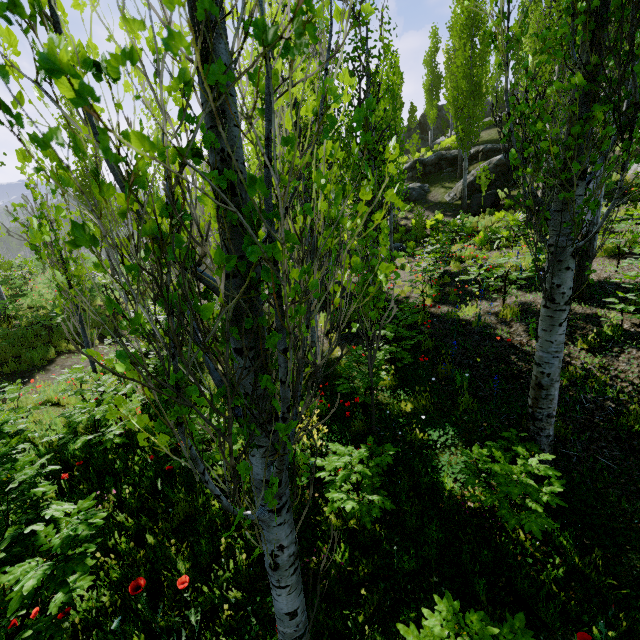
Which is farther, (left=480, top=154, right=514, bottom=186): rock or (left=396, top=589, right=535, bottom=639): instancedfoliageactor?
(left=480, top=154, right=514, bottom=186): rock

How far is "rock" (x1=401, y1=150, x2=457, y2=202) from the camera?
22.05m

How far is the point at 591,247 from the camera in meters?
5.9

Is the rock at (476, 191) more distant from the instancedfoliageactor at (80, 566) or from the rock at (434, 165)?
the rock at (434, 165)

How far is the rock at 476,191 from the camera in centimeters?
1566cm

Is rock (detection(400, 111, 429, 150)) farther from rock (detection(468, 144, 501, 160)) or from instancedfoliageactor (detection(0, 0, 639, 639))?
rock (detection(468, 144, 501, 160))

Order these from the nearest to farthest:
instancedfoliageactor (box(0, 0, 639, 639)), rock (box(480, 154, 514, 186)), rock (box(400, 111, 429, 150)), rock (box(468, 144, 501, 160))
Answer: instancedfoliageactor (box(0, 0, 639, 639)) < rock (box(480, 154, 514, 186)) < rock (box(468, 144, 501, 160)) < rock (box(400, 111, 429, 150))
